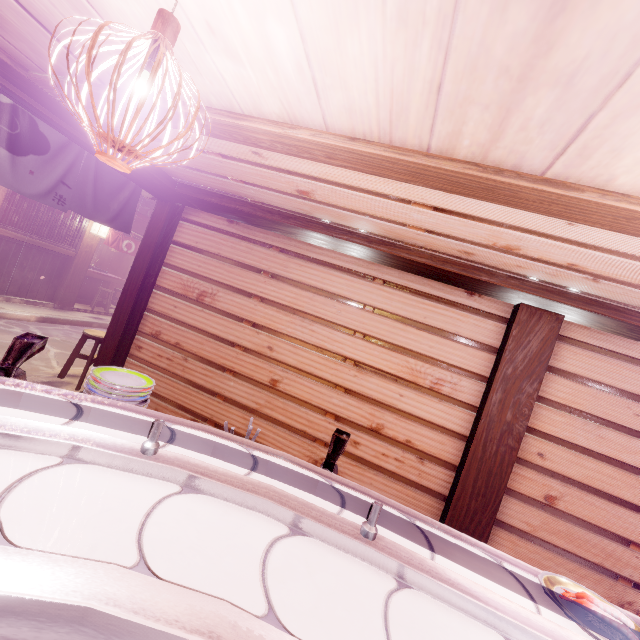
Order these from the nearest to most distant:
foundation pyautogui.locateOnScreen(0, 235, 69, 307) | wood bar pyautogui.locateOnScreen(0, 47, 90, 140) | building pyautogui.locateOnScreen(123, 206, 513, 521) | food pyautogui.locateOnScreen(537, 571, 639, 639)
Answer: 1. food pyautogui.locateOnScreen(537, 571, 639, 639)
2. wood bar pyautogui.locateOnScreen(0, 47, 90, 140)
3. building pyautogui.locateOnScreen(123, 206, 513, 521)
4. foundation pyautogui.locateOnScreen(0, 235, 69, 307)

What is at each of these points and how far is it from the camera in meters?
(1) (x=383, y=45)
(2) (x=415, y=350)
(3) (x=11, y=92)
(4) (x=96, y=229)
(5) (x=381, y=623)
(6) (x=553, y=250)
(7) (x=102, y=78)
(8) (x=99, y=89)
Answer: (1) wood panel, 2.1
(2) building, 6.5
(3) door frame, 4.6
(4) light, 15.8
(5) table, 1.1
(6) building, 4.1
(7) wood panel, 3.7
(8) wood bar, 3.8

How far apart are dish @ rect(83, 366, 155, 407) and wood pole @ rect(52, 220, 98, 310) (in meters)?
16.56

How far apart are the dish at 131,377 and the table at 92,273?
20.0m

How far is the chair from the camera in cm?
795

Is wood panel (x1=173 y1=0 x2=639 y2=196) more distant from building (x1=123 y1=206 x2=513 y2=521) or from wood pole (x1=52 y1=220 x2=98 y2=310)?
wood pole (x1=52 y1=220 x2=98 y2=310)

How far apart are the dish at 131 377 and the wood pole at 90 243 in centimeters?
1656cm

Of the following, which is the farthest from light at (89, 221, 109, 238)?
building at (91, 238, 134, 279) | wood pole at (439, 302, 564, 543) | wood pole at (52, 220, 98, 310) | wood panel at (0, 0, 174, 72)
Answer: wood pole at (439, 302, 564, 543)
